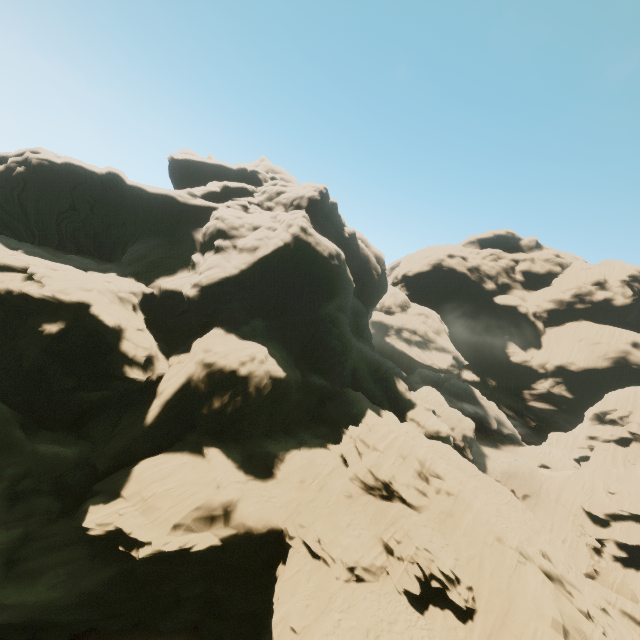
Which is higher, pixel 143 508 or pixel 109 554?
pixel 143 508
